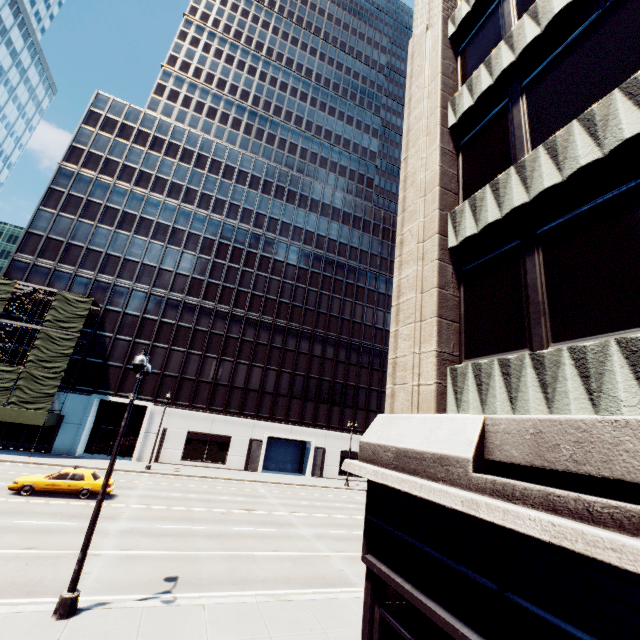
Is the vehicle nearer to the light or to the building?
the light

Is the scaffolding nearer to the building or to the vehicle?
the building

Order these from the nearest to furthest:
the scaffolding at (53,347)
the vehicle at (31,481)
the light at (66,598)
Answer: the light at (66,598) → the vehicle at (31,481) → the scaffolding at (53,347)

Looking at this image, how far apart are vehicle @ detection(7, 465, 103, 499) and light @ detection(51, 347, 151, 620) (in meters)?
12.89

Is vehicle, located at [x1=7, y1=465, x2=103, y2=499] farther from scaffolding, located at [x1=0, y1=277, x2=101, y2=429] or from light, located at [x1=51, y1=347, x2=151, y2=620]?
light, located at [x1=51, y1=347, x2=151, y2=620]

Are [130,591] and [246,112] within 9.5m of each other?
no

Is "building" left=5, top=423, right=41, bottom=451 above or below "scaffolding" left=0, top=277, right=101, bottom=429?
below

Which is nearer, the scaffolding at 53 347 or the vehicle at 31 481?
the vehicle at 31 481
